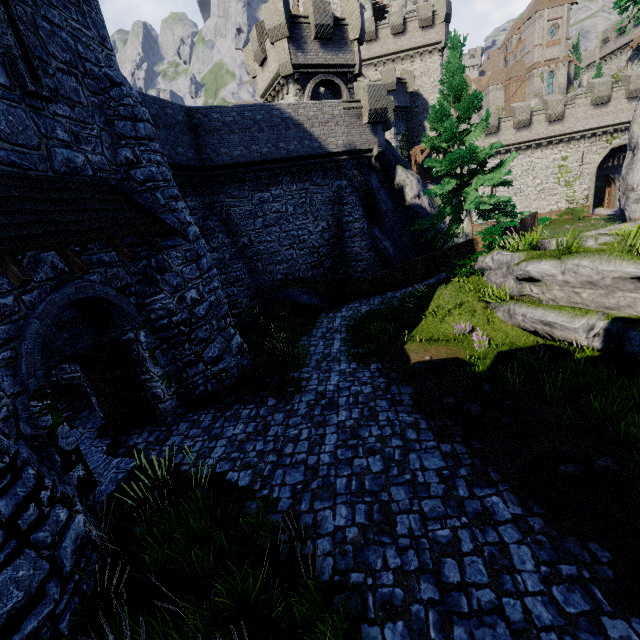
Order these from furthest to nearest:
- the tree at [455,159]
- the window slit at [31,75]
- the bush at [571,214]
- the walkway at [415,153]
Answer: the walkway at [415,153] → the bush at [571,214] → the tree at [455,159] → the window slit at [31,75]

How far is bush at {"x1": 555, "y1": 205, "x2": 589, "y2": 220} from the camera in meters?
32.4

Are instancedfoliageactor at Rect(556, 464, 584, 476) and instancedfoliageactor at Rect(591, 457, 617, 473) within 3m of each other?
yes

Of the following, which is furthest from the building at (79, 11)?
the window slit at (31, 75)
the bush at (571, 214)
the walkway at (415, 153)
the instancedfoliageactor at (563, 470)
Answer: the bush at (571, 214)

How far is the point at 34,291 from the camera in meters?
6.0

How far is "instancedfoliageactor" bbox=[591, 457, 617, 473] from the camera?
5.4 meters

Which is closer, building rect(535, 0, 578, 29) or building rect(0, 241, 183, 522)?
building rect(0, 241, 183, 522)

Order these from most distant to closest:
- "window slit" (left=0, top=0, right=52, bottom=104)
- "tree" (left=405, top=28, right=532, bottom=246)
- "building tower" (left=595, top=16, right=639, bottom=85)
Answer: "building tower" (left=595, top=16, right=639, bottom=85)
"tree" (left=405, top=28, right=532, bottom=246)
"window slit" (left=0, top=0, right=52, bottom=104)
